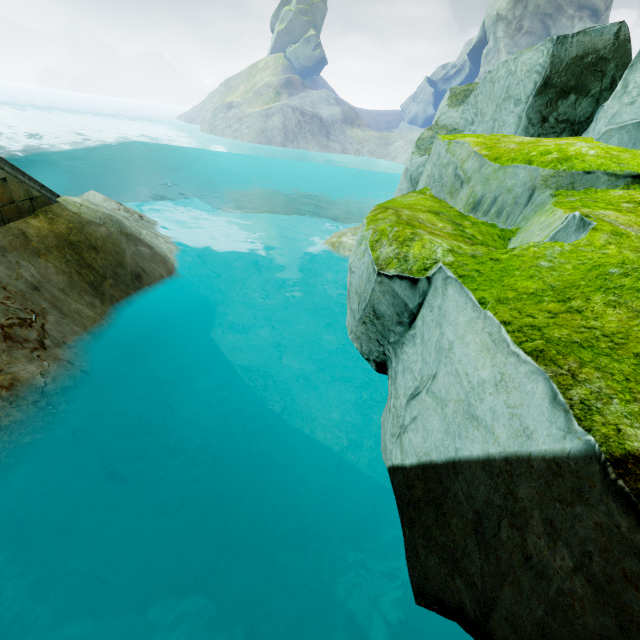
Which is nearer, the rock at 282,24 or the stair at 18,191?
the stair at 18,191

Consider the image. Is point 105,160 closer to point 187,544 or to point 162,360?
point 162,360

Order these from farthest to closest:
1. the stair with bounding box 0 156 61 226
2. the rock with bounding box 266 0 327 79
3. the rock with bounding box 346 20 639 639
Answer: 1. the rock with bounding box 266 0 327 79
2. the stair with bounding box 0 156 61 226
3. the rock with bounding box 346 20 639 639

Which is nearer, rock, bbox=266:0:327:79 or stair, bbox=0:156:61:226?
stair, bbox=0:156:61:226

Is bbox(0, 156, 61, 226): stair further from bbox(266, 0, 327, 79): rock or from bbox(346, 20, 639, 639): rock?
bbox(266, 0, 327, 79): rock

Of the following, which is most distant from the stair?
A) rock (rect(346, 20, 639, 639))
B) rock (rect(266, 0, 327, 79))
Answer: rock (rect(266, 0, 327, 79))

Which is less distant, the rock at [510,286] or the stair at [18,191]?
the rock at [510,286]
